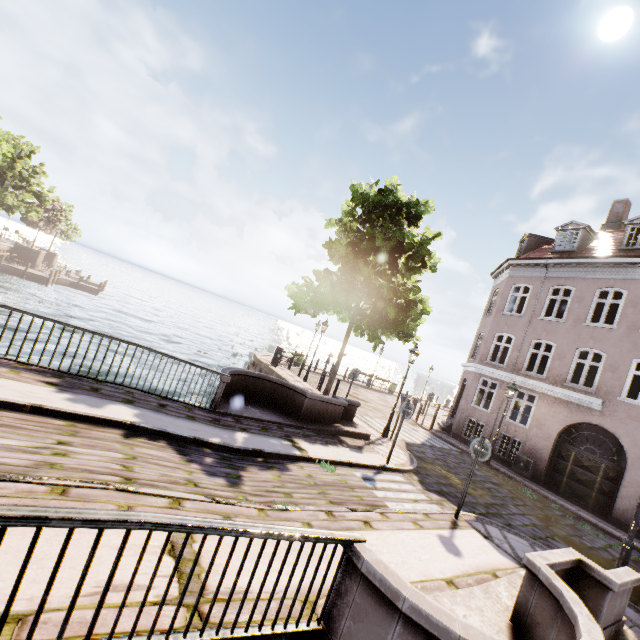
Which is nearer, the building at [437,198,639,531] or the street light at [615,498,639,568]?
the street light at [615,498,639,568]

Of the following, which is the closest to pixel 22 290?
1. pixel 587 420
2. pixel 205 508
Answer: pixel 205 508

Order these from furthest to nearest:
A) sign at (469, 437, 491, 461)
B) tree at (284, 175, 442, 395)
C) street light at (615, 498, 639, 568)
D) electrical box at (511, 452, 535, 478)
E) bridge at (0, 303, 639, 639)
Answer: electrical box at (511, 452, 535, 478)
tree at (284, 175, 442, 395)
sign at (469, 437, 491, 461)
street light at (615, 498, 639, 568)
bridge at (0, 303, 639, 639)

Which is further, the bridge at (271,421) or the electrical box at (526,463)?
the electrical box at (526,463)

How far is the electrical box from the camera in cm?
1480

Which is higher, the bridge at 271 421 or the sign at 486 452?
the sign at 486 452

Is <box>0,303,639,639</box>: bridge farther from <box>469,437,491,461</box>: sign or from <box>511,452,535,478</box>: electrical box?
<box>511,452,535,478</box>: electrical box

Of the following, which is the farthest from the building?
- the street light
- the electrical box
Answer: the street light
